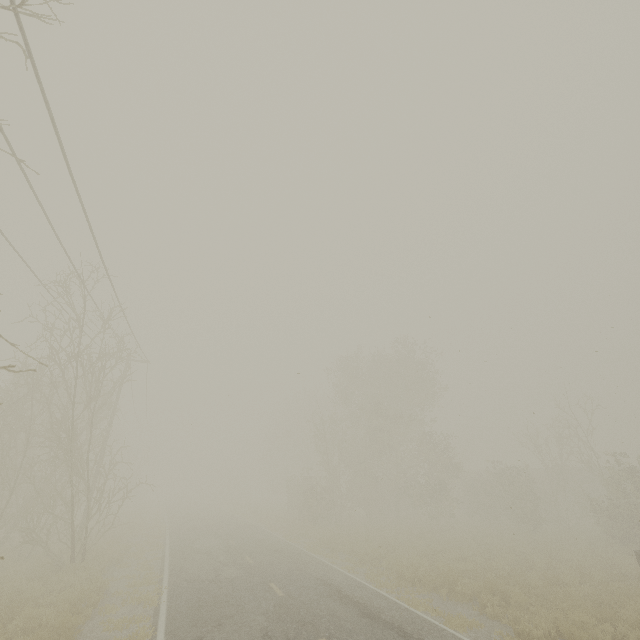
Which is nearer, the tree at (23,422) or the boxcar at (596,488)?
the tree at (23,422)

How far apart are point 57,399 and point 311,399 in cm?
3670

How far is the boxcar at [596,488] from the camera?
36.36m

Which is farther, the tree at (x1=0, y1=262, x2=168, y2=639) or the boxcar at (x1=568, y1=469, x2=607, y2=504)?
the boxcar at (x1=568, y1=469, x2=607, y2=504)

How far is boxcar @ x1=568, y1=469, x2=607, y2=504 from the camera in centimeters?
3636cm
